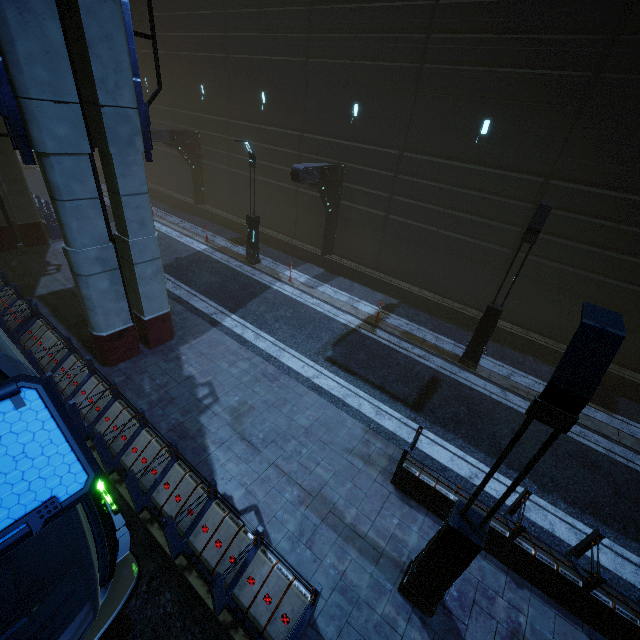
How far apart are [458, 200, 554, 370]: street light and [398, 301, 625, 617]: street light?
6.7 meters

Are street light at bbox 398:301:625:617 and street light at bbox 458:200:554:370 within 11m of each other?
yes

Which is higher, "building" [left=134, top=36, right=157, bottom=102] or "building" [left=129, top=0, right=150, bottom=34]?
"building" [left=129, top=0, right=150, bottom=34]

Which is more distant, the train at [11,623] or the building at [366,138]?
the building at [366,138]

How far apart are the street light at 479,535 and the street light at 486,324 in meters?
6.7

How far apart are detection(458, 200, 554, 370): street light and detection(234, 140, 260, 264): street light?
10.6m

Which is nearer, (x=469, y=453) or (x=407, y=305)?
(x=469, y=453)

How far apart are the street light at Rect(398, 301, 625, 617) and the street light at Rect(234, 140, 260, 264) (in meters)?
13.32
